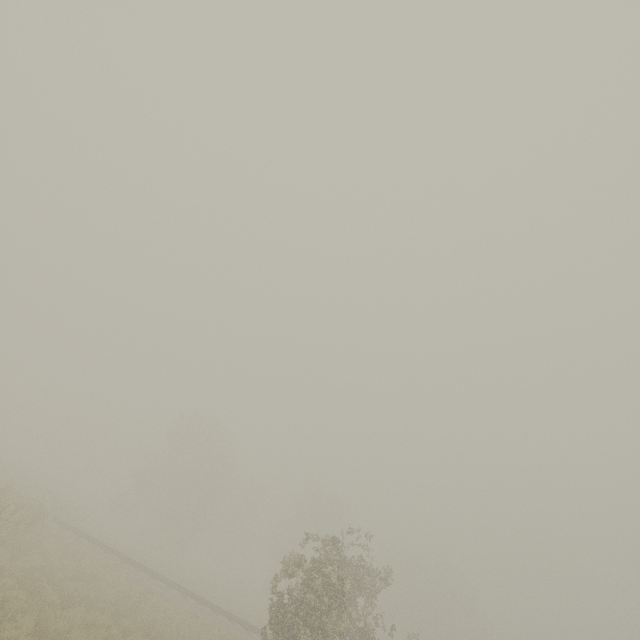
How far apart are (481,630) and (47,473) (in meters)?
69.72
